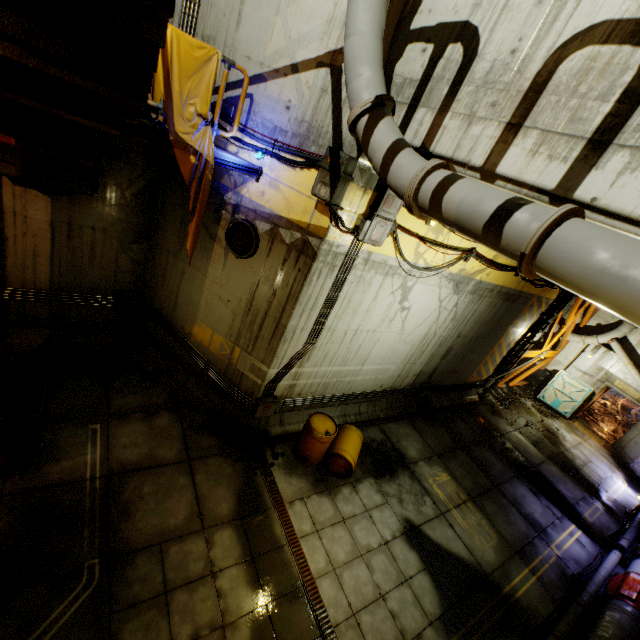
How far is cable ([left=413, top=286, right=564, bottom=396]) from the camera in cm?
1198

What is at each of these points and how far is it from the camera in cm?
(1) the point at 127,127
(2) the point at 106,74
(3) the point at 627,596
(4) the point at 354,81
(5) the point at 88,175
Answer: (1) cable, 489
(2) stairs, 366
(3) pipe, 775
(4) pipe, 404
(5) cable box, 638

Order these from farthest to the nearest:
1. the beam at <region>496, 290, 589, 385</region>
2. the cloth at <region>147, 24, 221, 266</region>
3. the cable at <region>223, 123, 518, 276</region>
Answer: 1. the beam at <region>496, 290, 589, 385</region>
2. the cable at <region>223, 123, 518, 276</region>
3. the cloth at <region>147, 24, 221, 266</region>

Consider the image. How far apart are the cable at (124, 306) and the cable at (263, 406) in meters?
4.0 m

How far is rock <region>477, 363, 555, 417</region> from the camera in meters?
15.3

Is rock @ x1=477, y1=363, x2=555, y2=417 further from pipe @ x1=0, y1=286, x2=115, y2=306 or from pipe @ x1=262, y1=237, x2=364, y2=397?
pipe @ x1=0, y1=286, x2=115, y2=306

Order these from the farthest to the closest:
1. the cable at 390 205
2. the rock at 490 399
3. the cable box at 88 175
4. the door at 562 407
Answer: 1. the door at 562 407
2. the rock at 490 399
3. the cable box at 88 175
4. the cable at 390 205

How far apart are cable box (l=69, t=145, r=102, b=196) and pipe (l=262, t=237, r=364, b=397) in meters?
5.1
